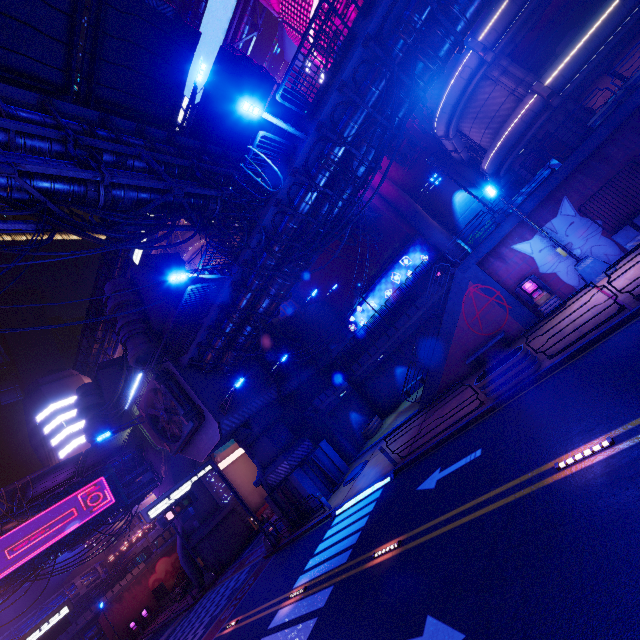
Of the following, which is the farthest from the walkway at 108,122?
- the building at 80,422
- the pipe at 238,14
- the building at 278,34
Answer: the building at 278,34

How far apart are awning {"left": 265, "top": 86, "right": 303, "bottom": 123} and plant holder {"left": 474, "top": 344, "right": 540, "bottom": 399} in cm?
1807

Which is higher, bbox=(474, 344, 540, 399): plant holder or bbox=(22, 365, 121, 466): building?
bbox=(22, 365, 121, 466): building

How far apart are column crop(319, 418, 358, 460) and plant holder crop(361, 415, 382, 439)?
1.5 meters

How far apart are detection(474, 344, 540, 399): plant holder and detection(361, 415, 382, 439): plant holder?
13.8 meters

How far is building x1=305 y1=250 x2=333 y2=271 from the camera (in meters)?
36.06

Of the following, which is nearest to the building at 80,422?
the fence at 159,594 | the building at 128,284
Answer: the fence at 159,594

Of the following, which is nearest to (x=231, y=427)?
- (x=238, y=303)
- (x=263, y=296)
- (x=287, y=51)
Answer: (x=238, y=303)
